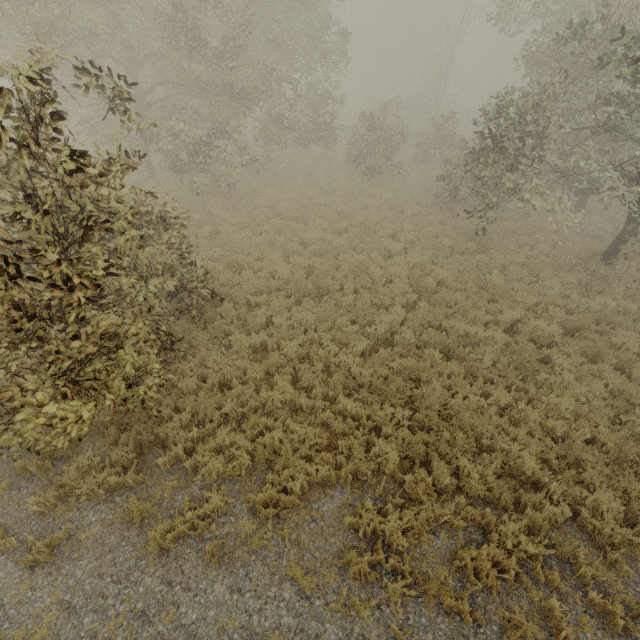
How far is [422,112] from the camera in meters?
24.4
